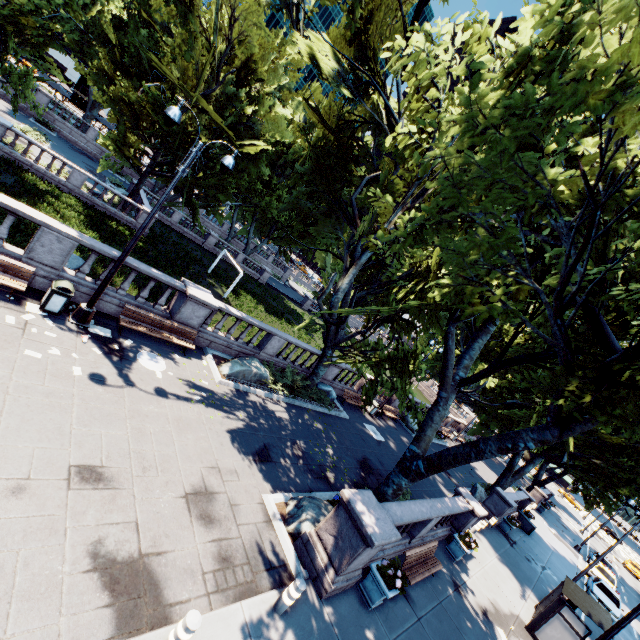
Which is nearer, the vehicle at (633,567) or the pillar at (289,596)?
the pillar at (289,596)

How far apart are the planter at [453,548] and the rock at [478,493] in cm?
1066

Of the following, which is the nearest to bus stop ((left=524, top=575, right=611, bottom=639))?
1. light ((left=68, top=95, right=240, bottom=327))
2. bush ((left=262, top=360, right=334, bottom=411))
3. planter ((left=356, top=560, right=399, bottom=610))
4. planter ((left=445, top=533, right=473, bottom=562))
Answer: planter ((left=445, top=533, right=473, bottom=562))

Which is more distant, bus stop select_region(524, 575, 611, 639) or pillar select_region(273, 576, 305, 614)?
bus stop select_region(524, 575, 611, 639)

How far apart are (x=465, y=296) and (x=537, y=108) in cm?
362

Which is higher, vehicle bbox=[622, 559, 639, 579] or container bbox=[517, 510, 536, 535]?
vehicle bbox=[622, 559, 639, 579]

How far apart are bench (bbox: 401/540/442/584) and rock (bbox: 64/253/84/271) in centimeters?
1896cm

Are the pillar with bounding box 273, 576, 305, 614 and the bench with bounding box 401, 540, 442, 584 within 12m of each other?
yes
